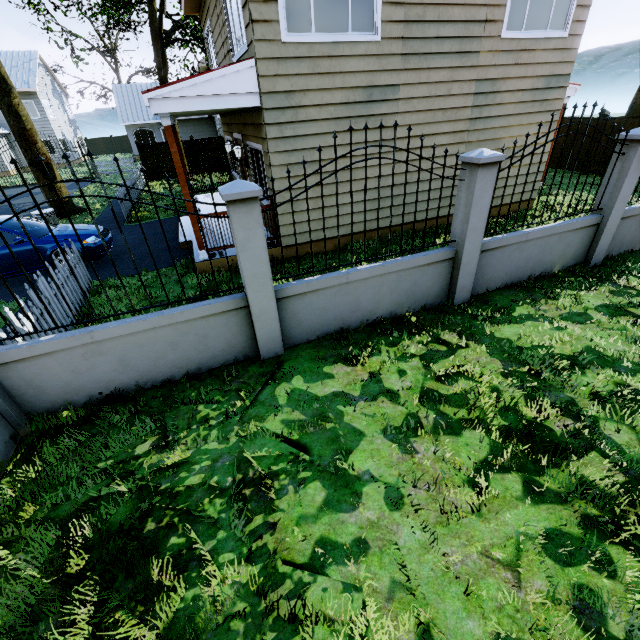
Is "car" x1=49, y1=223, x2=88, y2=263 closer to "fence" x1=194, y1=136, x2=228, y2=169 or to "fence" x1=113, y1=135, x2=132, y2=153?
"fence" x1=194, y1=136, x2=228, y2=169

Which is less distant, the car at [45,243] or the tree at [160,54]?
the car at [45,243]

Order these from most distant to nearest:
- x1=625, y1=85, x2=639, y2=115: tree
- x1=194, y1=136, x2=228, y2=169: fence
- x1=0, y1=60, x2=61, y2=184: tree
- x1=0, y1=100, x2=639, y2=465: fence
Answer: x1=194, y1=136, x2=228, y2=169: fence, x1=625, y1=85, x2=639, y2=115: tree, x1=0, y1=60, x2=61, y2=184: tree, x1=0, y1=100, x2=639, y2=465: fence

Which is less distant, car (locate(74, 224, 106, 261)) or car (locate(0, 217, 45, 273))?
car (locate(0, 217, 45, 273))

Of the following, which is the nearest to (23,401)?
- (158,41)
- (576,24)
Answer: (576,24)

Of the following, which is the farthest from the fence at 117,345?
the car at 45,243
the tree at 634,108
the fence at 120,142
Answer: the fence at 120,142

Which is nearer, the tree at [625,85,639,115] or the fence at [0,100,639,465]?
the fence at [0,100,639,465]

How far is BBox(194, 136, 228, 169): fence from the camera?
20.4m
